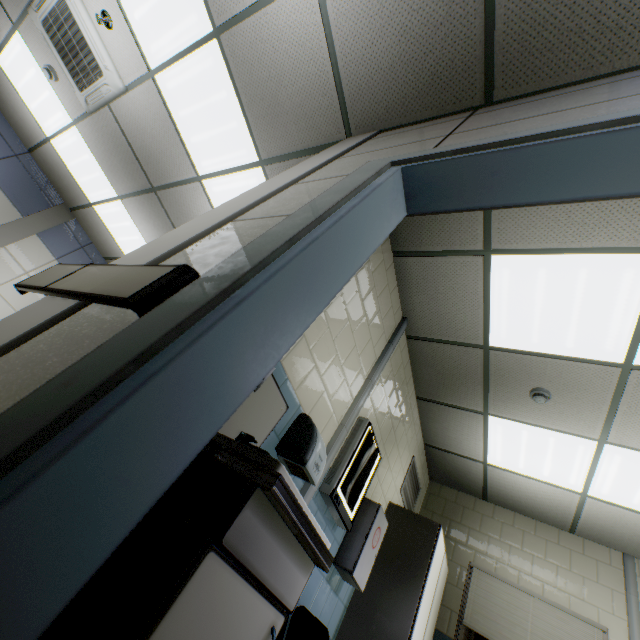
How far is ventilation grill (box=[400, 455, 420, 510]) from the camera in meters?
4.0 m

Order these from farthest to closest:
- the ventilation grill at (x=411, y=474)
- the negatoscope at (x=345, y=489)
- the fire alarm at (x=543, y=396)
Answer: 1. the ventilation grill at (x=411, y=474)
2. the fire alarm at (x=543, y=396)
3. the negatoscope at (x=345, y=489)

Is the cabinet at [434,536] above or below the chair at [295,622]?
above

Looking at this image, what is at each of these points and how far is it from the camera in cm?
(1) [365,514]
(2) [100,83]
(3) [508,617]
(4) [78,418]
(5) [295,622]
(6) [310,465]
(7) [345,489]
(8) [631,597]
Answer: (1) first aid kit, 286
(2) air conditioning vent, 353
(3) blinds, 365
(4) door, 51
(5) chair, 197
(6) hand dryer, 180
(7) negatoscope, 248
(8) cable duct, 352

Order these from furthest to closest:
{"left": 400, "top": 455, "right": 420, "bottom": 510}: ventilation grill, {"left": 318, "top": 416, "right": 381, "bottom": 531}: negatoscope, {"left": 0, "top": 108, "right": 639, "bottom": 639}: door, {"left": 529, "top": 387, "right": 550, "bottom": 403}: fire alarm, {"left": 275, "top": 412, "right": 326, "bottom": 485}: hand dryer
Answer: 1. {"left": 400, "top": 455, "right": 420, "bottom": 510}: ventilation grill
2. {"left": 529, "top": 387, "right": 550, "bottom": 403}: fire alarm
3. {"left": 318, "top": 416, "right": 381, "bottom": 531}: negatoscope
4. {"left": 275, "top": 412, "right": 326, "bottom": 485}: hand dryer
5. {"left": 0, "top": 108, "right": 639, "bottom": 639}: door

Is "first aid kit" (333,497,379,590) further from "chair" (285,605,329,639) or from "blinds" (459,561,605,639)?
"blinds" (459,561,605,639)

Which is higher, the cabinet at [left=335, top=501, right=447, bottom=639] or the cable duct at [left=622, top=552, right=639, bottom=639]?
the cable duct at [left=622, top=552, right=639, bottom=639]

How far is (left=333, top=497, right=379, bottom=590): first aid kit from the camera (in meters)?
2.61
